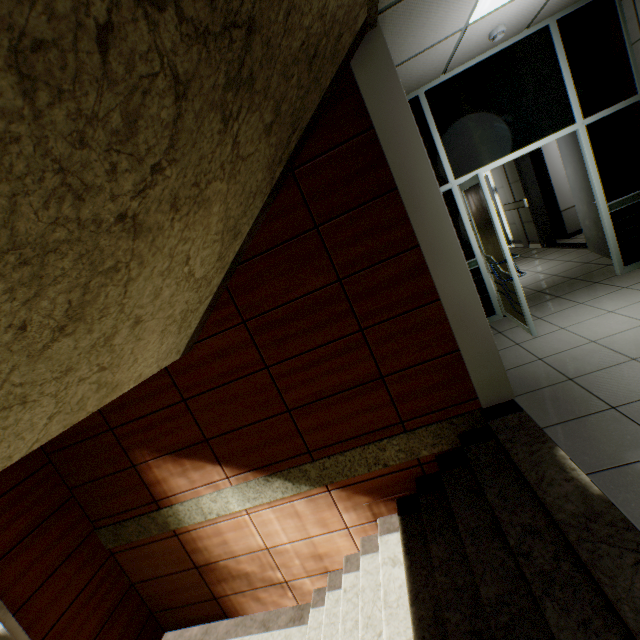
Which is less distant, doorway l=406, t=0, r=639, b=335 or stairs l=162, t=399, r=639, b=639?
stairs l=162, t=399, r=639, b=639

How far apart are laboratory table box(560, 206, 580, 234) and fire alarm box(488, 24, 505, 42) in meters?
4.9 m

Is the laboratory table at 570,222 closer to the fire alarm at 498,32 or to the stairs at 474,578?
the fire alarm at 498,32

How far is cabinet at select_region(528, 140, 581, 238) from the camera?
6.8m

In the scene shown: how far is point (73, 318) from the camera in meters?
1.3

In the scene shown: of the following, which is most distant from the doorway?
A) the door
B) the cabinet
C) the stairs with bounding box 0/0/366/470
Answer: the cabinet

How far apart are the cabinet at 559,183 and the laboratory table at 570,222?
0.01m

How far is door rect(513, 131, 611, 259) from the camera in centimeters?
479cm
